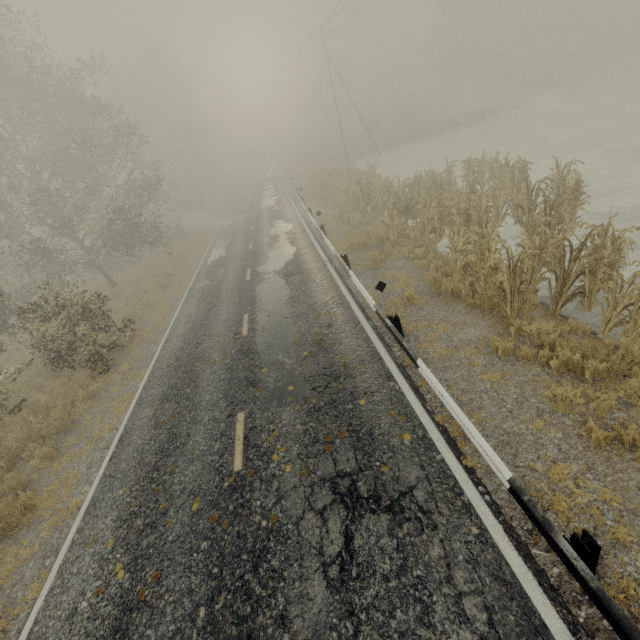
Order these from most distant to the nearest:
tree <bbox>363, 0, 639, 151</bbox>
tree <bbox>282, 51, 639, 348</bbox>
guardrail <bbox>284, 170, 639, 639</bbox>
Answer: tree <bbox>363, 0, 639, 151</bbox>
tree <bbox>282, 51, 639, 348</bbox>
guardrail <bbox>284, 170, 639, 639</bbox>

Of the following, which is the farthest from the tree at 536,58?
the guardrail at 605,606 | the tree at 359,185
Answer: the tree at 359,185

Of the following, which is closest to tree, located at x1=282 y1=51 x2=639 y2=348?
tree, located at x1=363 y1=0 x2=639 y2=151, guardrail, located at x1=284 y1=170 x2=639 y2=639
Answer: guardrail, located at x1=284 y1=170 x2=639 y2=639

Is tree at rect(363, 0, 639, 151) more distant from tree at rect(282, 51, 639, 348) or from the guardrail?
tree at rect(282, 51, 639, 348)

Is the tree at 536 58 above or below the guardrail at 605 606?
above

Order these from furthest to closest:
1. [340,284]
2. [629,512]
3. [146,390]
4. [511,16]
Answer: [511,16] → [340,284] → [146,390] → [629,512]

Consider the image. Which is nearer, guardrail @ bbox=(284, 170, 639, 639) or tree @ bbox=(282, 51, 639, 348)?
guardrail @ bbox=(284, 170, 639, 639)
